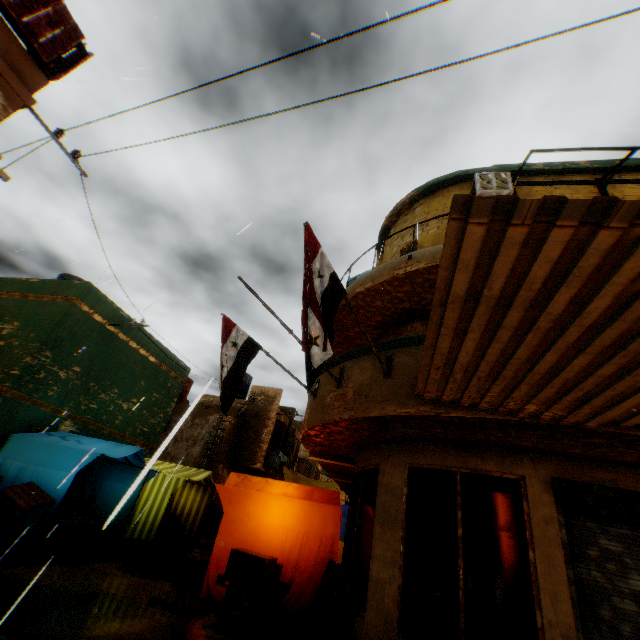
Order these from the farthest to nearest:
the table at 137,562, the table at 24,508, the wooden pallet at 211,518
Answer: the wooden pallet at 211,518
the table at 137,562
the table at 24,508

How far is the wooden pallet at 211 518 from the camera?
16.2m

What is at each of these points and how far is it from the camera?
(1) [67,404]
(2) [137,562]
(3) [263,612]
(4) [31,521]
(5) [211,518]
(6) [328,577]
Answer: (1) building, 10.6 meters
(2) table, 9.0 meters
(3) wooden pallet, 5.6 meters
(4) tent, 7.5 meters
(5) wooden pallet, 16.9 meters
(6) wooden pallet, 6.5 meters

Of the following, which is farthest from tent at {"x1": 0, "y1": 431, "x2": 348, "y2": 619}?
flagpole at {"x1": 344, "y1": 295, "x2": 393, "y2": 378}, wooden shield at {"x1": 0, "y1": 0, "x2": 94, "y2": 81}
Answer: flagpole at {"x1": 344, "y1": 295, "x2": 393, "y2": 378}

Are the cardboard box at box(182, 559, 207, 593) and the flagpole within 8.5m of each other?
yes

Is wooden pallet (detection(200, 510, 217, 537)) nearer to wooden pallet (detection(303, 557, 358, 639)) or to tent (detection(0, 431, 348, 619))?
tent (detection(0, 431, 348, 619))

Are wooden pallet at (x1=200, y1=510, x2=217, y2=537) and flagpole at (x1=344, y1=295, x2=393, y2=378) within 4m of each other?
no

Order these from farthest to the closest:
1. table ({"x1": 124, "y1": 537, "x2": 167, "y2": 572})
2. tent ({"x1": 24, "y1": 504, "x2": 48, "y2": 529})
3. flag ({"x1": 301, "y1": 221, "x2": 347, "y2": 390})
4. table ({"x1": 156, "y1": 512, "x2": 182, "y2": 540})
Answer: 1. table ({"x1": 156, "y1": 512, "x2": 182, "y2": 540})
2. table ({"x1": 124, "y1": 537, "x2": 167, "y2": 572})
3. tent ({"x1": 24, "y1": 504, "x2": 48, "y2": 529})
4. flag ({"x1": 301, "y1": 221, "x2": 347, "y2": 390})
